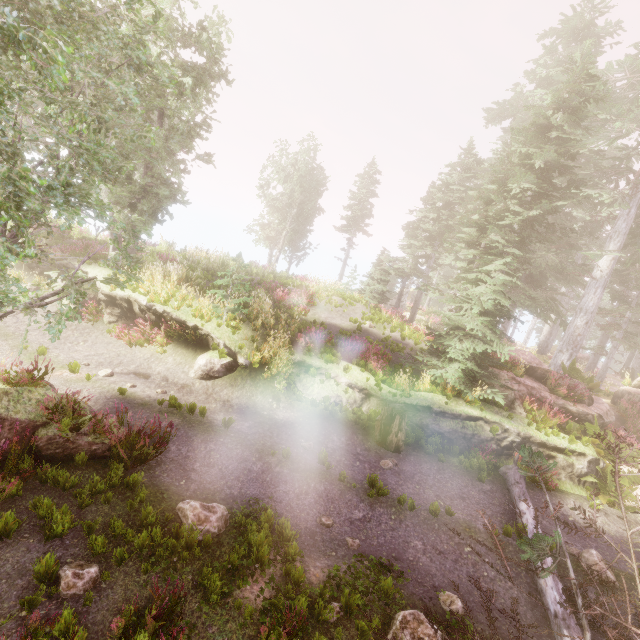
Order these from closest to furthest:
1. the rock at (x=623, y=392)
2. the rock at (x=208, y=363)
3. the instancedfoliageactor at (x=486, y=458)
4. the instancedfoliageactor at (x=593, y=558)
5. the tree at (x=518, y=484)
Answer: the tree at (x=518, y=484), the instancedfoliageactor at (x=593, y=558), the instancedfoliageactor at (x=486, y=458), the rock at (x=208, y=363), the rock at (x=623, y=392)

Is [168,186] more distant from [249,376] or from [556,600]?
[556,600]

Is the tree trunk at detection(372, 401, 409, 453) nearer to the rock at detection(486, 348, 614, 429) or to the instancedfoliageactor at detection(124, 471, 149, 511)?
the instancedfoliageactor at detection(124, 471, 149, 511)

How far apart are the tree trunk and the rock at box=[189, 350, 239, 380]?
5.5 meters

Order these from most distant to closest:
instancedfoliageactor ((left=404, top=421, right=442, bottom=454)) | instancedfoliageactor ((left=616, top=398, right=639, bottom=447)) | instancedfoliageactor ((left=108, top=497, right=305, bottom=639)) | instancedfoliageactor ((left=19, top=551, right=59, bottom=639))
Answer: instancedfoliageactor ((left=616, top=398, right=639, bottom=447)) < instancedfoliageactor ((left=404, top=421, right=442, bottom=454)) < instancedfoliageactor ((left=108, top=497, right=305, bottom=639)) < instancedfoliageactor ((left=19, top=551, right=59, bottom=639))

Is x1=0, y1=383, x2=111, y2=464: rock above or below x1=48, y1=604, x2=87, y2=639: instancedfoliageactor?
above

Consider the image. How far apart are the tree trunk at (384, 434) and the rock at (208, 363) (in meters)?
5.54

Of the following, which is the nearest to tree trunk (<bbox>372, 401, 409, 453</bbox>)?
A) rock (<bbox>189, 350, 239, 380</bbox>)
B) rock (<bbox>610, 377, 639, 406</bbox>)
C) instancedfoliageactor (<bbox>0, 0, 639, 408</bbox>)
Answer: instancedfoliageactor (<bbox>0, 0, 639, 408</bbox>)
